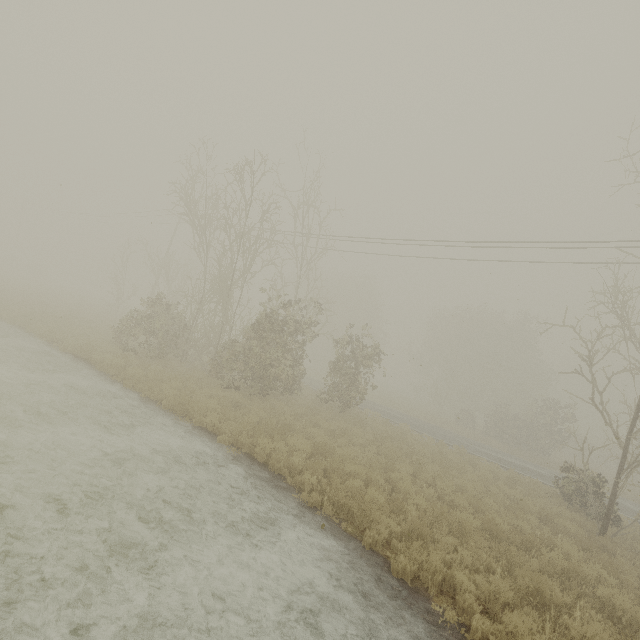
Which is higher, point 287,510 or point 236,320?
point 236,320

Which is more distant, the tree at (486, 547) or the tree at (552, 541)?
the tree at (552, 541)

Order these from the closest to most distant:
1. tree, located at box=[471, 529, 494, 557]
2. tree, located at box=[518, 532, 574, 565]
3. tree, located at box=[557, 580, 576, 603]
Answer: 1. tree, located at box=[557, 580, 576, 603]
2. tree, located at box=[471, 529, 494, 557]
3. tree, located at box=[518, 532, 574, 565]

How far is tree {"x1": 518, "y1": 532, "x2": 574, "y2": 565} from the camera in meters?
7.6 m

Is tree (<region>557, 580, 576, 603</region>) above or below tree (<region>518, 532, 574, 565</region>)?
below

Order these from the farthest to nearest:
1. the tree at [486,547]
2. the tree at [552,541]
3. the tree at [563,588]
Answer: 1. the tree at [552,541]
2. the tree at [486,547]
3. the tree at [563,588]

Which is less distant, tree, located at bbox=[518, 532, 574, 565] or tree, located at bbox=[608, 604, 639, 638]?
tree, located at bbox=[608, 604, 639, 638]
